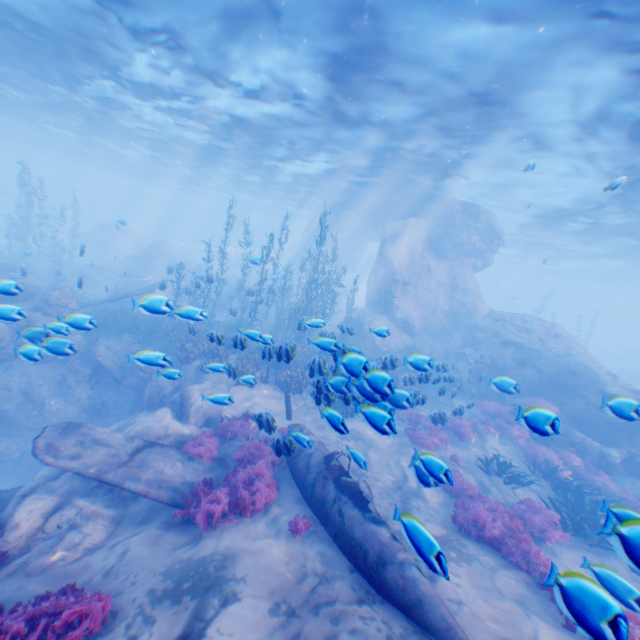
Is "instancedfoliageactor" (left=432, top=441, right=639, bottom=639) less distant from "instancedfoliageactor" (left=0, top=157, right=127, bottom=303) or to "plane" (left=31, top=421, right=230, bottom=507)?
"instancedfoliageactor" (left=0, top=157, right=127, bottom=303)

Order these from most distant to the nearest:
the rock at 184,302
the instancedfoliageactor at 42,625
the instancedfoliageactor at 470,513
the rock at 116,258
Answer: the rock at 116,258, the rock at 184,302, the instancedfoliageactor at 42,625, the instancedfoliageactor at 470,513

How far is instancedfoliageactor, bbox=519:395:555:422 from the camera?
4.2 meters

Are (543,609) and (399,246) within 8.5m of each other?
no

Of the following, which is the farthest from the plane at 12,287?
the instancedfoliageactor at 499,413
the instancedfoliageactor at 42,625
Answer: the instancedfoliageactor at 499,413

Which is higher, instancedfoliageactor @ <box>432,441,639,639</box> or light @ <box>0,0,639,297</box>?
light @ <box>0,0,639,297</box>

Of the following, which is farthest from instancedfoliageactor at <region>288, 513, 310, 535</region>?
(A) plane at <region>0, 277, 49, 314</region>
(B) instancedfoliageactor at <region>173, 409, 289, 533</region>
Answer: (B) instancedfoliageactor at <region>173, 409, 289, 533</region>
